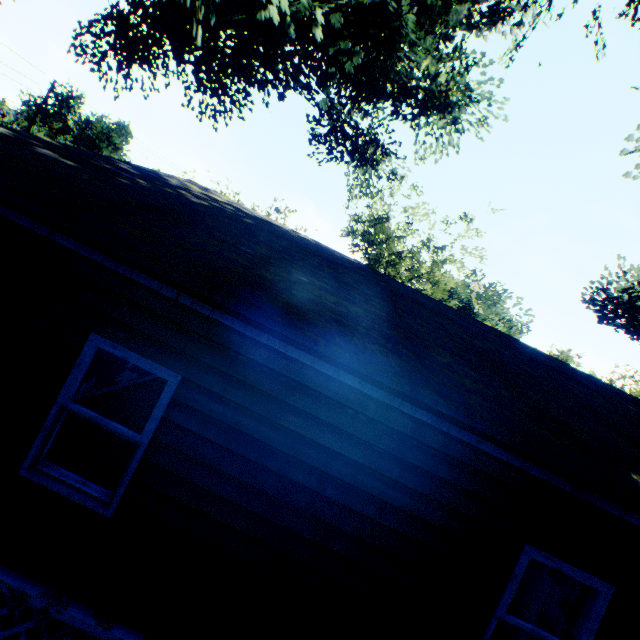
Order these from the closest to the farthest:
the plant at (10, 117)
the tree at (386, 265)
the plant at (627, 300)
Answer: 1. the plant at (627, 300)
2. the tree at (386, 265)
3. the plant at (10, 117)

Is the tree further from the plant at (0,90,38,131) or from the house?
the plant at (0,90,38,131)

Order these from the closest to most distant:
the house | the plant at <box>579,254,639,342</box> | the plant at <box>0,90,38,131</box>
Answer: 1. the house
2. the plant at <box>579,254,639,342</box>
3. the plant at <box>0,90,38,131</box>

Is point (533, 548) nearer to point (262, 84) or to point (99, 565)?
point (99, 565)

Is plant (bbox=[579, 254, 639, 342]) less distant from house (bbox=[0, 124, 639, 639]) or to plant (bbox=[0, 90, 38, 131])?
house (bbox=[0, 124, 639, 639])

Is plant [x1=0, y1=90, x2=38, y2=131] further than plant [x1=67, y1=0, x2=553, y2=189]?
Yes

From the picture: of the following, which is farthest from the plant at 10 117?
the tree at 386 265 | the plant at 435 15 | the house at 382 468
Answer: the tree at 386 265

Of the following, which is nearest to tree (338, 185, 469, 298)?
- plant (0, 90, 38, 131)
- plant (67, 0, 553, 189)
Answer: plant (67, 0, 553, 189)
